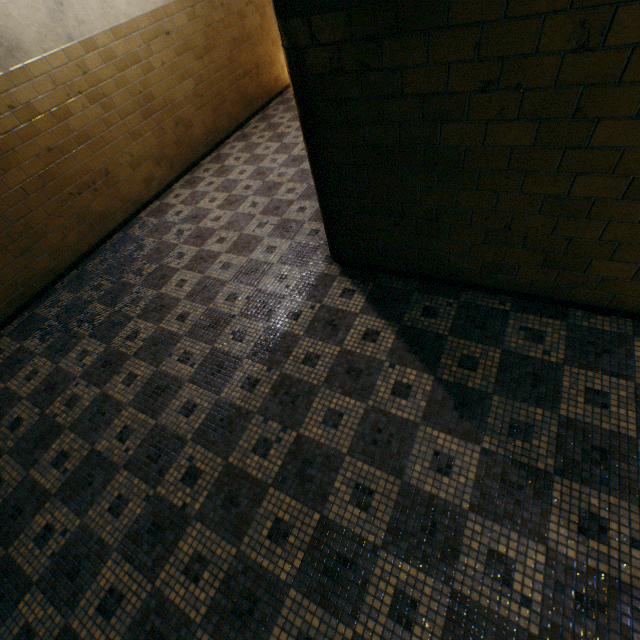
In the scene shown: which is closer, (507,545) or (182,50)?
(507,545)
